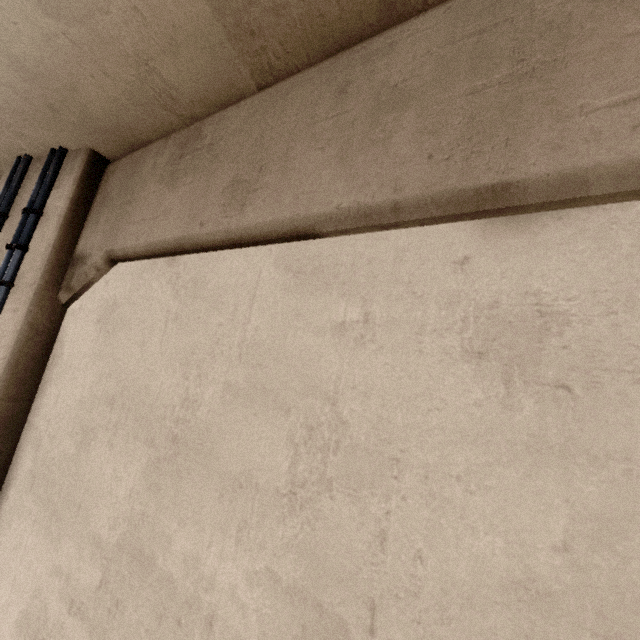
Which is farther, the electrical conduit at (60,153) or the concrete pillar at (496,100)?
the electrical conduit at (60,153)

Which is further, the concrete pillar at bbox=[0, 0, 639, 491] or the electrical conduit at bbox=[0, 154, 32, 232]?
the electrical conduit at bbox=[0, 154, 32, 232]

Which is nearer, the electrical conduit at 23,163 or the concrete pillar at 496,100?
the concrete pillar at 496,100

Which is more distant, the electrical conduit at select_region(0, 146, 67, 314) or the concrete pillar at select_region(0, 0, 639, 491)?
the electrical conduit at select_region(0, 146, 67, 314)

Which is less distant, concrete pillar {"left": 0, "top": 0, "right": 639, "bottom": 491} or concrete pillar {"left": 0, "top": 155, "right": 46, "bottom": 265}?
concrete pillar {"left": 0, "top": 0, "right": 639, "bottom": 491}

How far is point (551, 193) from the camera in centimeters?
92cm
